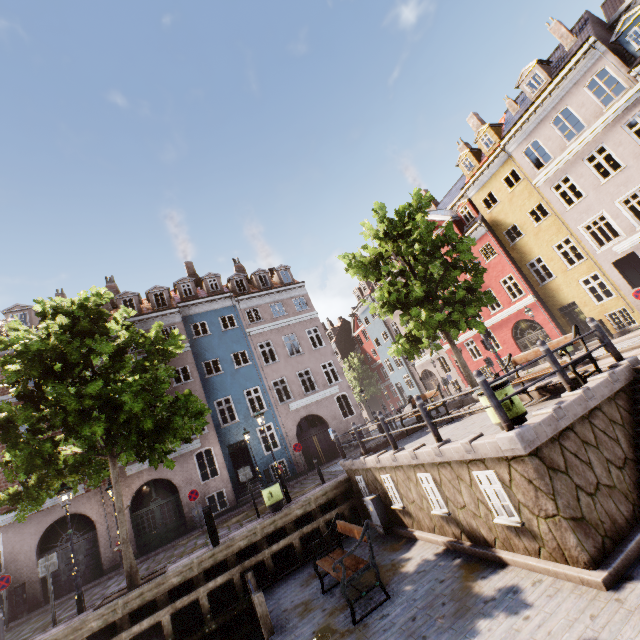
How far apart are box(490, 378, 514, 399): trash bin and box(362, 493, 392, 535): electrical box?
4.94m

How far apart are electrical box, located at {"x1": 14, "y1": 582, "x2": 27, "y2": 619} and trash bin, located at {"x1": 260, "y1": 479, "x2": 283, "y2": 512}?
12.59m

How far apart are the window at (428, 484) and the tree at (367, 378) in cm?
3714

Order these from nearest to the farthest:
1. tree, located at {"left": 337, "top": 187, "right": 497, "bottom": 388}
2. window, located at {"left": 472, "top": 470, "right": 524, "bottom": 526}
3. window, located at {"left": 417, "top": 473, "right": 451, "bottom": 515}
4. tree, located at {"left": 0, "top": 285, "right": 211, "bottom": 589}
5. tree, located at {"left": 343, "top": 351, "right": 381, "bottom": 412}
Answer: window, located at {"left": 472, "top": 470, "right": 524, "bottom": 526}
window, located at {"left": 417, "top": 473, "right": 451, "bottom": 515}
tree, located at {"left": 0, "top": 285, "right": 211, "bottom": 589}
tree, located at {"left": 337, "top": 187, "right": 497, "bottom": 388}
tree, located at {"left": 343, "top": 351, "right": 381, "bottom": 412}

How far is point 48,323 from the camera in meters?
9.7 m

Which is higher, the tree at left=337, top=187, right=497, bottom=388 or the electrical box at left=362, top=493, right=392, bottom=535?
the tree at left=337, top=187, right=497, bottom=388

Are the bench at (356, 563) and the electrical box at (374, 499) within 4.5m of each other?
yes

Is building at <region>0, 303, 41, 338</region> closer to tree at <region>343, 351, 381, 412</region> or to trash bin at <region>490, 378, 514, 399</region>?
tree at <region>343, 351, 381, 412</region>
